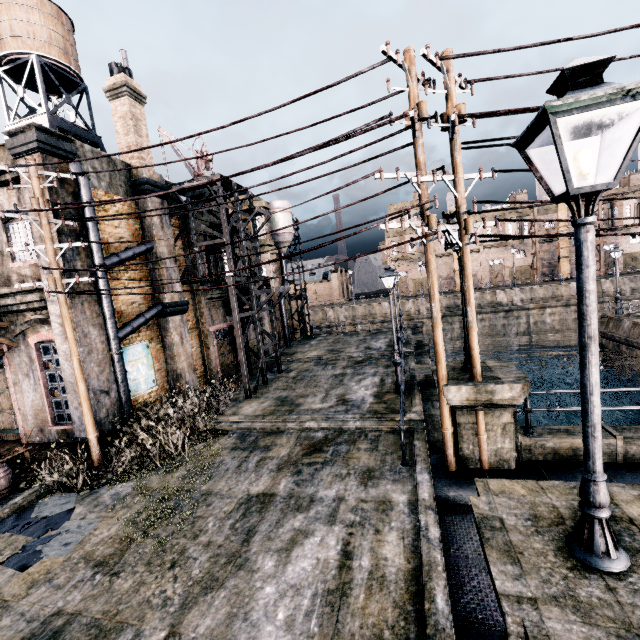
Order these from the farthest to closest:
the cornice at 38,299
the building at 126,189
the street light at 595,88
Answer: the building at 126,189, the cornice at 38,299, the street light at 595,88

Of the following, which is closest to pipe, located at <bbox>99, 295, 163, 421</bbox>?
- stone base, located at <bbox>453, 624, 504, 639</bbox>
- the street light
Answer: stone base, located at <bbox>453, 624, 504, 639</bbox>

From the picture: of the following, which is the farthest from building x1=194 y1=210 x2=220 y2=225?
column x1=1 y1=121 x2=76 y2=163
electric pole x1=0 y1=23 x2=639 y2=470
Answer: electric pole x1=0 y1=23 x2=639 y2=470

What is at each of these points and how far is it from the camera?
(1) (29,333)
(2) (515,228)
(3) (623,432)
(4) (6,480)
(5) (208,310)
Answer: (1) building, 13.1 meters
(2) building, 50.4 meters
(3) column, 8.1 meters
(4) wooden barrel, 10.2 meters
(5) building, 20.0 meters

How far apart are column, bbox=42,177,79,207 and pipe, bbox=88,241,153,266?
0.0 meters

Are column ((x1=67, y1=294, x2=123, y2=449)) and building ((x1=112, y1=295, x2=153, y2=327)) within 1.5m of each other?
yes

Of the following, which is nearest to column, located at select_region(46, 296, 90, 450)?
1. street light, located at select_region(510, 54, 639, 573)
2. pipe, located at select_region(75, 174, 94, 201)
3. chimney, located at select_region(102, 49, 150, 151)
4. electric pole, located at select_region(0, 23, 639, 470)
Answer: pipe, located at select_region(75, 174, 94, 201)

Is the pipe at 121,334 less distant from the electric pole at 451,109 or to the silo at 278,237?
the electric pole at 451,109
